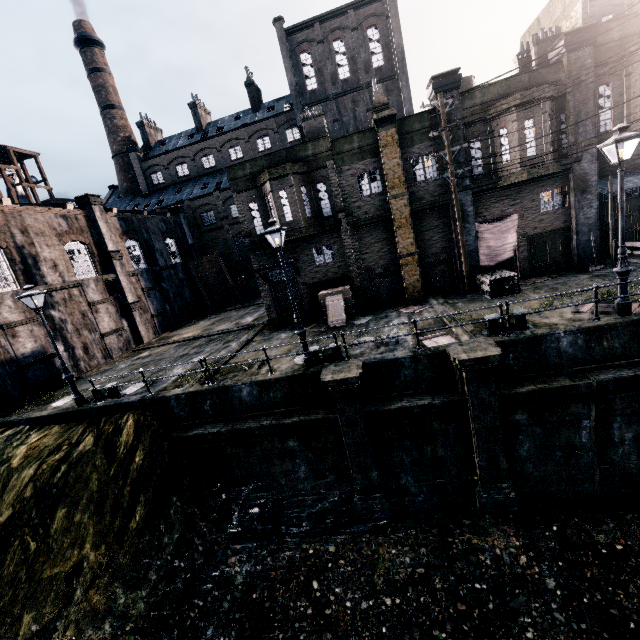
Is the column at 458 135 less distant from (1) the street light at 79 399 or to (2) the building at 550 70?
(2) the building at 550 70

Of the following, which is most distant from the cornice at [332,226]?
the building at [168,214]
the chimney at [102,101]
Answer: the chimney at [102,101]

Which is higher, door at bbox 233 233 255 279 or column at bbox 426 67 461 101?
column at bbox 426 67 461 101

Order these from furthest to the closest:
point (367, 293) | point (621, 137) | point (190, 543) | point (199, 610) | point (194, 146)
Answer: point (194, 146)
point (367, 293)
point (190, 543)
point (199, 610)
point (621, 137)

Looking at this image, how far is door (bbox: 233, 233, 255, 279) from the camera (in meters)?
45.06

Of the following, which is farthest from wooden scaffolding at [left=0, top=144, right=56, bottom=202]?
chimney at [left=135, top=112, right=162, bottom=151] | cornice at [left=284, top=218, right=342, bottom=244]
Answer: cornice at [left=284, top=218, right=342, bottom=244]

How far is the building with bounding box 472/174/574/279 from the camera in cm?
1745

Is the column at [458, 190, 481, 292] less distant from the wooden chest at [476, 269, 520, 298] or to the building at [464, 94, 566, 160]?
the building at [464, 94, 566, 160]
